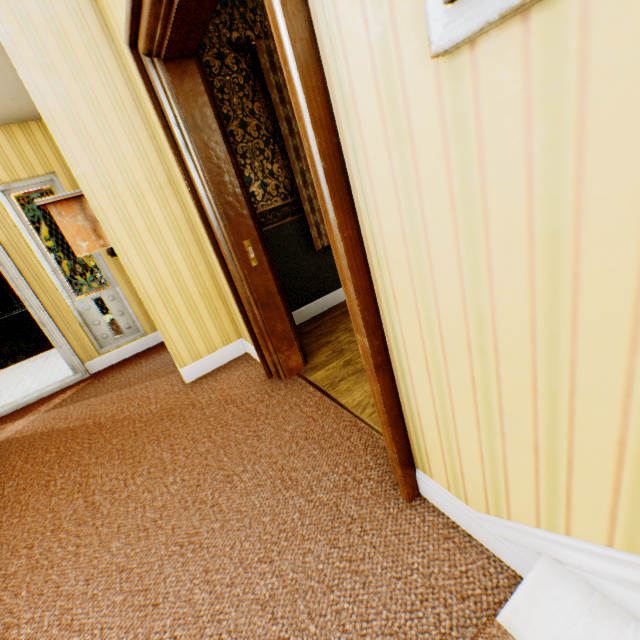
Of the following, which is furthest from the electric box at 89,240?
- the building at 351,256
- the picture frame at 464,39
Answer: the picture frame at 464,39

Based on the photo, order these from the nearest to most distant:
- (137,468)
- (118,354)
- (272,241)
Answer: (137,468) → (272,241) → (118,354)

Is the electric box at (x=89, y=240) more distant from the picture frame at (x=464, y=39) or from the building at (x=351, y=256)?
the picture frame at (x=464, y=39)

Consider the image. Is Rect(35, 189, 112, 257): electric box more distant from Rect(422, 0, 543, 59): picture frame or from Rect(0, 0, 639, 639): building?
Rect(422, 0, 543, 59): picture frame

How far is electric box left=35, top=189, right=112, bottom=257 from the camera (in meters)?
2.55

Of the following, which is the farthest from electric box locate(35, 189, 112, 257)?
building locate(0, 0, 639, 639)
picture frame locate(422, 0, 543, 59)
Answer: picture frame locate(422, 0, 543, 59)
